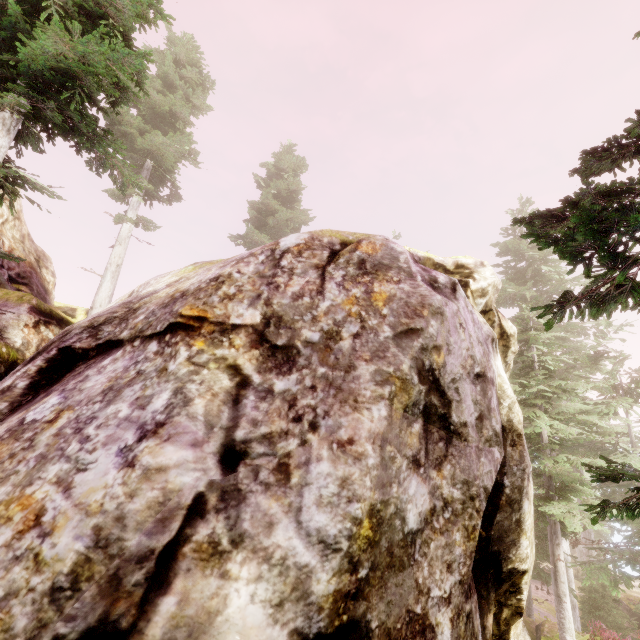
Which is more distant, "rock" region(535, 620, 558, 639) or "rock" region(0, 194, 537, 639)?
"rock" region(535, 620, 558, 639)

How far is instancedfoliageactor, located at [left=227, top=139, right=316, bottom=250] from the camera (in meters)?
27.70

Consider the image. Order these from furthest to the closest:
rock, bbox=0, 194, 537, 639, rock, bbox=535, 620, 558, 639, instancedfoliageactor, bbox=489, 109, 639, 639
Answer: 1. rock, bbox=535, 620, 558, 639
2. instancedfoliageactor, bbox=489, 109, 639, 639
3. rock, bbox=0, 194, 537, 639

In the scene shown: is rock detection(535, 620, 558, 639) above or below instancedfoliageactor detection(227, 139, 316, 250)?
below

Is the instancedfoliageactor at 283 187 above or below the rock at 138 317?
above

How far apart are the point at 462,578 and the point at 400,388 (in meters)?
2.73

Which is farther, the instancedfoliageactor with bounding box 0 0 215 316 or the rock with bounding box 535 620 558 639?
the rock with bounding box 535 620 558 639

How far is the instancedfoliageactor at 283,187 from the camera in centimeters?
2770cm
